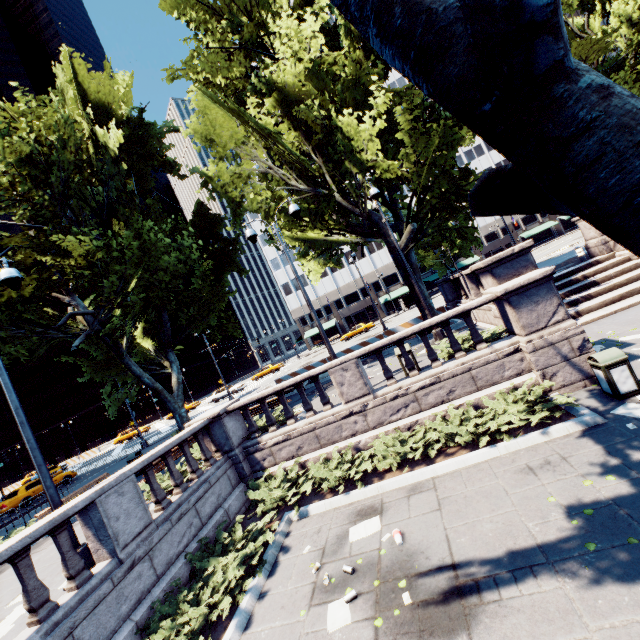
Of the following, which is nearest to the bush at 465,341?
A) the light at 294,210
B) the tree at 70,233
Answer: the light at 294,210

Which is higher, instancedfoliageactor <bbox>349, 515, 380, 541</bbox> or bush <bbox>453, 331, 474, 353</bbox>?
bush <bbox>453, 331, 474, 353</bbox>

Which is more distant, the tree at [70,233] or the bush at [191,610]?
the bush at [191,610]

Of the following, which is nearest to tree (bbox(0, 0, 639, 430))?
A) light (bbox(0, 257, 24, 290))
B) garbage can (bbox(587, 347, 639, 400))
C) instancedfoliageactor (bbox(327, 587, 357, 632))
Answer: light (bbox(0, 257, 24, 290))

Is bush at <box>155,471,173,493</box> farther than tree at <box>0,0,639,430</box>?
Yes

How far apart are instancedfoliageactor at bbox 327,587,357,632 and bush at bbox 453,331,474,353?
6.8m

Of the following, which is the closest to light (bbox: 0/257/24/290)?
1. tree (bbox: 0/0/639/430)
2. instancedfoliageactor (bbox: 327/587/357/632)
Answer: tree (bbox: 0/0/639/430)

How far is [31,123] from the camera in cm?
1503
